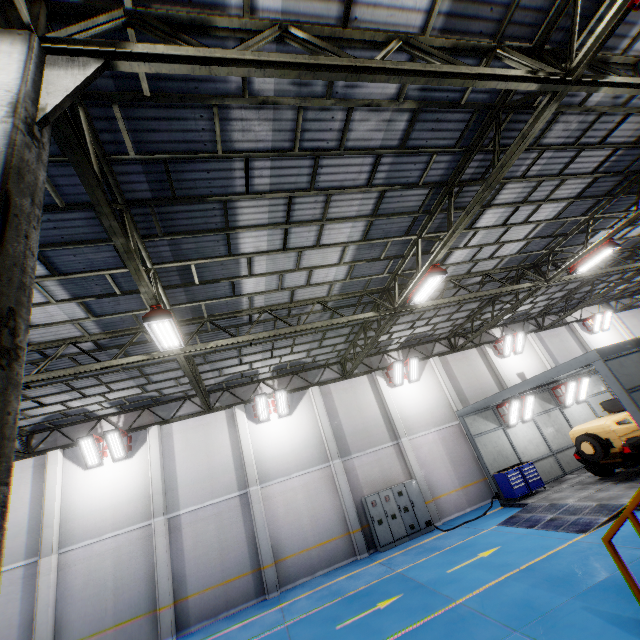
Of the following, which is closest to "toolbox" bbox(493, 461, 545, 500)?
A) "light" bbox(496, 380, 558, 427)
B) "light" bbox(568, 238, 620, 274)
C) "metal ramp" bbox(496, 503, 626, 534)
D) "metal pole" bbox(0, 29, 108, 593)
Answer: → "metal ramp" bbox(496, 503, 626, 534)

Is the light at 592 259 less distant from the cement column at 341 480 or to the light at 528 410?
the light at 528 410

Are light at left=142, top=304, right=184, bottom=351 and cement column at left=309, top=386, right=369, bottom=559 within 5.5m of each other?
no

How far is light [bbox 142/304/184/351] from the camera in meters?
7.2

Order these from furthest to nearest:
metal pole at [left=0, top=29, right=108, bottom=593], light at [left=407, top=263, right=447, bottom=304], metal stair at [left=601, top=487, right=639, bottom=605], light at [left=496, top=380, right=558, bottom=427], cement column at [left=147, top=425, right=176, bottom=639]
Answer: light at [left=496, top=380, right=558, bottom=427] < cement column at [left=147, top=425, right=176, bottom=639] < light at [left=407, top=263, right=447, bottom=304] < metal stair at [left=601, top=487, right=639, bottom=605] < metal pole at [left=0, top=29, right=108, bottom=593]

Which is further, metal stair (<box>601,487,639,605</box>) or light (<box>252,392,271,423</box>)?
light (<box>252,392,271,423</box>)

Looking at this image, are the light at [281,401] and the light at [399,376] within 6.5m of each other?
yes

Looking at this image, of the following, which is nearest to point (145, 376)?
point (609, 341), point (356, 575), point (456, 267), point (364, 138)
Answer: point (356, 575)
